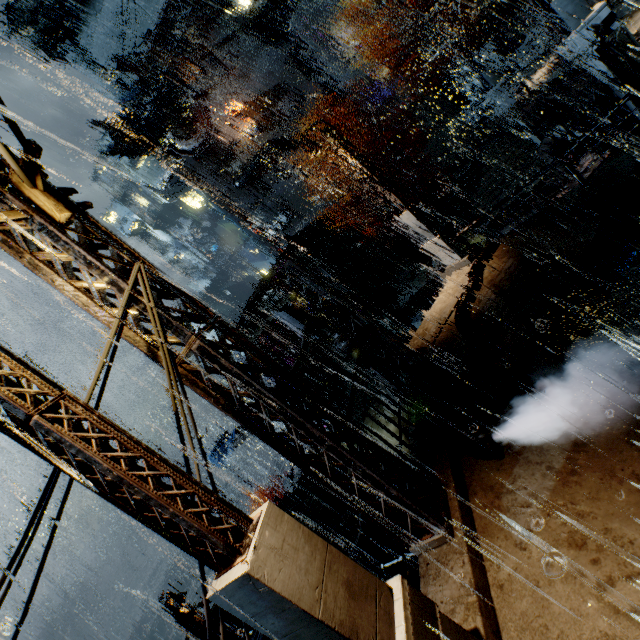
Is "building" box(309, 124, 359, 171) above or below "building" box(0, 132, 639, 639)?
above

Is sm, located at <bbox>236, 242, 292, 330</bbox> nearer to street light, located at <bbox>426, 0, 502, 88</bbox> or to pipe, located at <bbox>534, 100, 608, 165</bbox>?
pipe, located at <bbox>534, 100, 608, 165</bbox>

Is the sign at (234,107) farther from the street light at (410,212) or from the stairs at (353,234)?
the street light at (410,212)

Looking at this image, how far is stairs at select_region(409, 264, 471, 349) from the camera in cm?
1032

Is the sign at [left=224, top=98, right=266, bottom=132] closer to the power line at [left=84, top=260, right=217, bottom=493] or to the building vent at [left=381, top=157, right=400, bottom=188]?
the building vent at [left=381, top=157, right=400, bottom=188]

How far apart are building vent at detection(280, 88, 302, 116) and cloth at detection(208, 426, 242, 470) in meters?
38.3

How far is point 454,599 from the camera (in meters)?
4.17

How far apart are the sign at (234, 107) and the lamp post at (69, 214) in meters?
41.5 m
